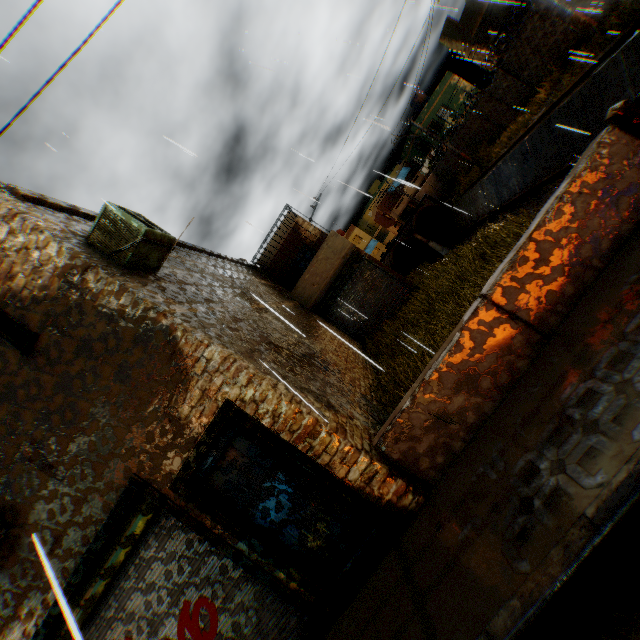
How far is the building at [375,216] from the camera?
46.2m

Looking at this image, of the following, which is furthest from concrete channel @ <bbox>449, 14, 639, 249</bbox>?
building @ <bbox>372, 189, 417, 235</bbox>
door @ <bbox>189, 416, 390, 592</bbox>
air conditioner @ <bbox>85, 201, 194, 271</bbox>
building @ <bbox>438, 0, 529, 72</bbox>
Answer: building @ <bbox>372, 189, 417, 235</bbox>

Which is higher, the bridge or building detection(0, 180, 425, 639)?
building detection(0, 180, 425, 639)

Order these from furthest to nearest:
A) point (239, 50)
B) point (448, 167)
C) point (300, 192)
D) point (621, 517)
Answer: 1. point (448, 167)
2. point (239, 50)
3. point (300, 192)
4. point (621, 517)

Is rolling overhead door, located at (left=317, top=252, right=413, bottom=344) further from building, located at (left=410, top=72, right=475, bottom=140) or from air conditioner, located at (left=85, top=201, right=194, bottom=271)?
building, located at (left=410, top=72, right=475, bottom=140)

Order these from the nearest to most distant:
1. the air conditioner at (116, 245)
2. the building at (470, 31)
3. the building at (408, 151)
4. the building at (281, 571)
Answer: the building at (281, 571) < the air conditioner at (116, 245) < the building at (470, 31) < the building at (408, 151)

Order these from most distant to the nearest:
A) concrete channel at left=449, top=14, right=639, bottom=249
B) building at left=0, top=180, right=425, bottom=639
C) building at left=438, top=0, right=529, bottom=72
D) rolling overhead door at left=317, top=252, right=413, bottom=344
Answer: building at left=438, top=0, right=529, bottom=72, rolling overhead door at left=317, top=252, right=413, bottom=344, concrete channel at left=449, top=14, right=639, bottom=249, building at left=0, top=180, right=425, bottom=639

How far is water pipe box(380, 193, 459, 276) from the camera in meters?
32.2
